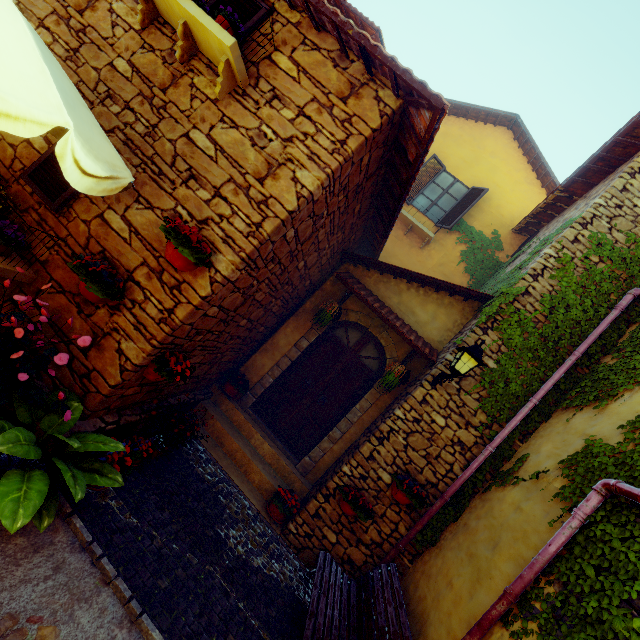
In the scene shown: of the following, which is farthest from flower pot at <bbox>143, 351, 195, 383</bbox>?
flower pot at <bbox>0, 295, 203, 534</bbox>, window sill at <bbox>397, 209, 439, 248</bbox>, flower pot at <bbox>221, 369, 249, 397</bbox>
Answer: window sill at <bbox>397, 209, 439, 248</bbox>

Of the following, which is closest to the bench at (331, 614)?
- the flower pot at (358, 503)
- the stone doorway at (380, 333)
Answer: the flower pot at (358, 503)

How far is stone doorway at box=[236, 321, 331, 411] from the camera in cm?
657

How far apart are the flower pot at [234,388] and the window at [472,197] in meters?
7.0 m

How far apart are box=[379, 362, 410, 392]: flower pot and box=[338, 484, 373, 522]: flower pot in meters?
1.8

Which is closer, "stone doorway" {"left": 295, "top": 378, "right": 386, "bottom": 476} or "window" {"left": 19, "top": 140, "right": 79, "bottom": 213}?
"window" {"left": 19, "top": 140, "right": 79, "bottom": 213}

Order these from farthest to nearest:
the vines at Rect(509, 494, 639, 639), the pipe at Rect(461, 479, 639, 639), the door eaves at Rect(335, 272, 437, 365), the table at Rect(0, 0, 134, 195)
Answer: the door eaves at Rect(335, 272, 437, 365), the pipe at Rect(461, 479, 639, 639), the vines at Rect(509, 494, 639, 639), the table at Rect(0, 0, 134, 195)

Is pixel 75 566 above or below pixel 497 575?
below
